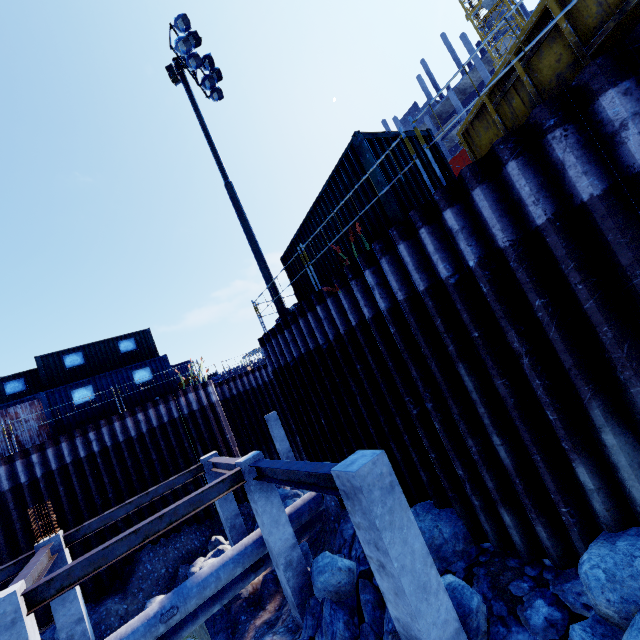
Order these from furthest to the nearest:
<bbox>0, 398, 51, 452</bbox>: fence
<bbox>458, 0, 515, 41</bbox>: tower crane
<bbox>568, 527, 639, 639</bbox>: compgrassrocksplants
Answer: <bbox>458, 0, 515, 41</bbox>: tower crane
<bbox>0, 398, 51, 452</bbox>: fence
<bbox>568, 527, 639, 639</bbox>: compgrassrocksplants

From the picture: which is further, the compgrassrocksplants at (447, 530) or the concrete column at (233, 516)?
the concrete column at (233, 516)

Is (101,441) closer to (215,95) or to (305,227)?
(305,227)

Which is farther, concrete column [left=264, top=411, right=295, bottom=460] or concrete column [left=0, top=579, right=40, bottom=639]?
concrete column [left=264, top=411, right=295, bottom=460]

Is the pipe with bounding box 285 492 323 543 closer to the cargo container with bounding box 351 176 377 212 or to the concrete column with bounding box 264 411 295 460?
the cargo container with bounding box 351 176 377 212

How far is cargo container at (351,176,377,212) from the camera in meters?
7.1

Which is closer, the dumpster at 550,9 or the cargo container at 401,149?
the dumpster at 550,9

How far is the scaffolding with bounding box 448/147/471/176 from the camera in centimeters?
4000cm
